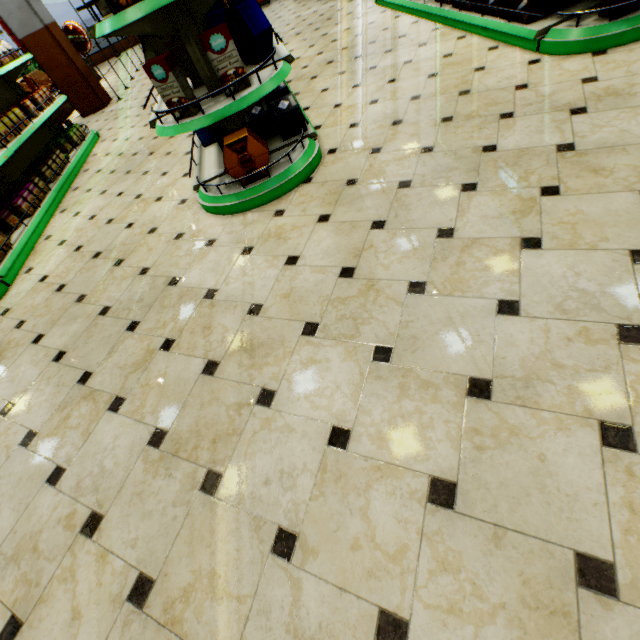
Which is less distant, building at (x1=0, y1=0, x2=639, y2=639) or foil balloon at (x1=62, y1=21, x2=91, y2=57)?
building at (x1=0, y1=0, x2=639, y2=639)

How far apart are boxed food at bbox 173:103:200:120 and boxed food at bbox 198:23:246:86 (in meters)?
0.21

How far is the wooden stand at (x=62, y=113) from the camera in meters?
8.1

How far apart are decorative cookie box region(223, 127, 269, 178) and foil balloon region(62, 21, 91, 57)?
8.4m

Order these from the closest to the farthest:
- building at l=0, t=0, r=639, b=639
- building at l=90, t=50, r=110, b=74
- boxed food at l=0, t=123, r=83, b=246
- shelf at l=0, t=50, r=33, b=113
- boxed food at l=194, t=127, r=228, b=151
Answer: building at l=0, t=0, r=639, b=639 → boxed food at l=194, t=127, r=228, b=151 → boxed food at l=0, t=123, r=83, b=246 → shelf at l=0, t=50, r=33, b=113 → building at l=90, t=50, r=110, b=74

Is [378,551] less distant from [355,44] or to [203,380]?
[203,380]

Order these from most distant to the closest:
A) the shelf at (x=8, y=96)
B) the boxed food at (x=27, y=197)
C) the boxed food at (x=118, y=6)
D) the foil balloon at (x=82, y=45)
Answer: the foil balloon at (x=82, y=45)
the shelf at (x=8, y=96)
the boxed food at (x=27, y=197)
the boxed food at (x=118, y=6)

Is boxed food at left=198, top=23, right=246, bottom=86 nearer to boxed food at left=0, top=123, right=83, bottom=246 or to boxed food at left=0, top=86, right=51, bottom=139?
boxed food at left=0, top=123, right=83, bottom=246
